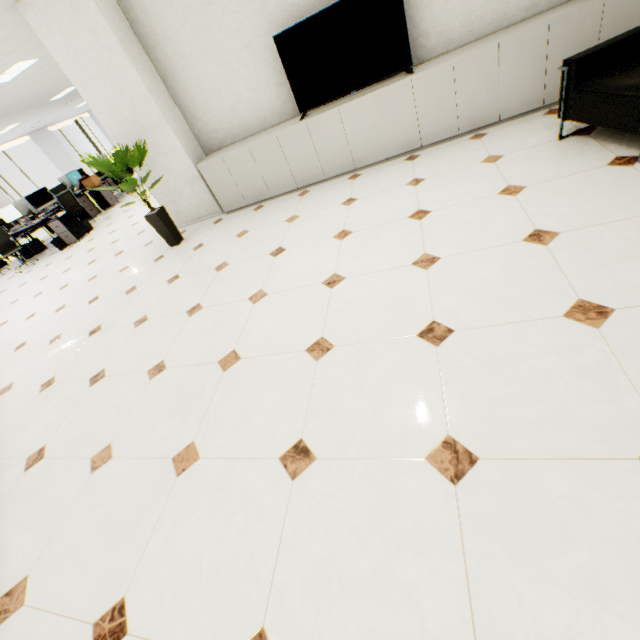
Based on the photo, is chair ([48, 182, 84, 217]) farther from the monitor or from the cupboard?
the cupboard

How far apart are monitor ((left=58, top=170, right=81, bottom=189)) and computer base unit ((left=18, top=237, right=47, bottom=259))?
2.3m

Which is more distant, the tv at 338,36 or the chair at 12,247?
the chair at 12,247

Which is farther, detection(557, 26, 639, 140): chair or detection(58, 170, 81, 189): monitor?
detection(58, 170, 81, 189): monitor

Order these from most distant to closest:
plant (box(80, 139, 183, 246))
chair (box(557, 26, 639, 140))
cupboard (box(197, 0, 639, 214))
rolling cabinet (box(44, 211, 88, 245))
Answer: rolling cabinet (box(44, 211, 88, 245)) < plant (box(80, 139, 183, 246)) < cupboard (box(197, 0, 639, 214)) < chair (box(557, 26, 639, 140))

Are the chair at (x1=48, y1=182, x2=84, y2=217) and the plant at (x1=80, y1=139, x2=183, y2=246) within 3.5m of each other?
no

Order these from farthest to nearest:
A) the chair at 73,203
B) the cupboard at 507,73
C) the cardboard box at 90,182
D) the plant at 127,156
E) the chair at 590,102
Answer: the cardboard box at 90,182 → the chair at 73,203 → the plant at 127,156 → the cupboard at 507,73 → the chair at 590,102

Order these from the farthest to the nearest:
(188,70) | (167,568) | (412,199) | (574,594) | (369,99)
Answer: (188,70)
(369,99)
(412,199)
(167,568)
(574,594)
